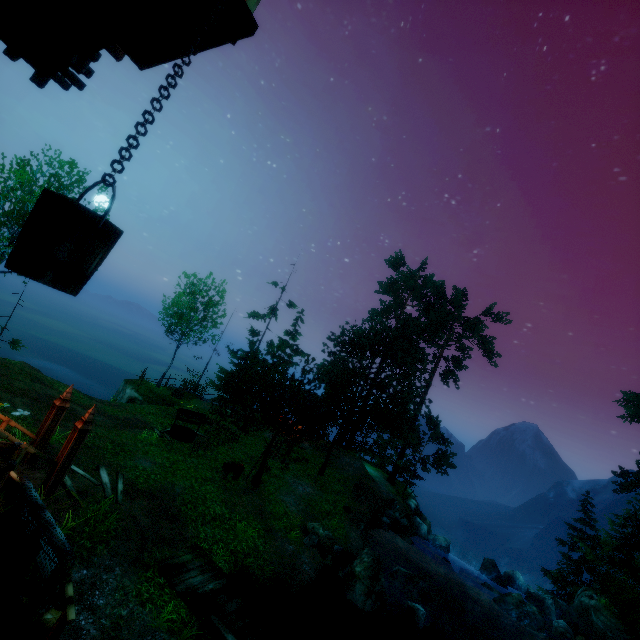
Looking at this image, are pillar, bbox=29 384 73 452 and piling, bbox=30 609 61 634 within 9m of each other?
yes

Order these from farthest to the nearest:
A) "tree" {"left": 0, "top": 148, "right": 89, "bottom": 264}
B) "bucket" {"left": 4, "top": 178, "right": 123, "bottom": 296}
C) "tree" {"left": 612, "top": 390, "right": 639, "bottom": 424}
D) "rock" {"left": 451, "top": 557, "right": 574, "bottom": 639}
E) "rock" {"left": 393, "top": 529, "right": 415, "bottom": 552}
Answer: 1. "tree" {"left": 612, "top": 390, "right": 639, "bottom": 424}
2. "rock" {"left": 393, "top": 529, "right": 415, "bottom": 552}
3. "tree" {"left": 0, "top": 148, "right": 89, "bottom": 264}
4. "rock" {"left": 451, "top": 557, "right": 574, "bottom": 639}
5. "bucket" {"left": 4, "top": 178, "right": 123, "bottom": 296}

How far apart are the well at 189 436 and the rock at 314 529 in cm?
833

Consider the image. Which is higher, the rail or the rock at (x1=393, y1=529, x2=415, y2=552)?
the rail

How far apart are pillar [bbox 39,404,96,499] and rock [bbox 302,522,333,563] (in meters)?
10.16

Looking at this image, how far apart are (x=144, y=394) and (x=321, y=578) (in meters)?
17.95

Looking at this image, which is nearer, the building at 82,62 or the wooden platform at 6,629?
the wooden platform at 6,629

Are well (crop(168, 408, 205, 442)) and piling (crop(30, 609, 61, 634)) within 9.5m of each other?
no
